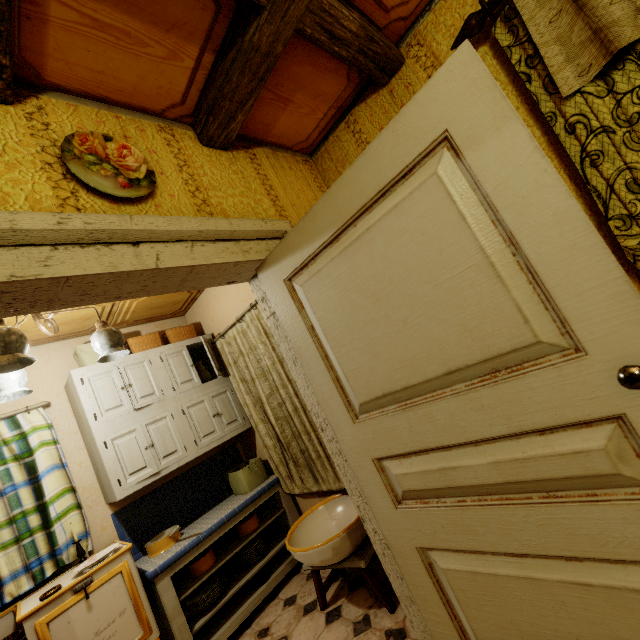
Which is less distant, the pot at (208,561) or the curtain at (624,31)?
the curtain at (624,31)

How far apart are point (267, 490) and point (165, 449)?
1.0 meters

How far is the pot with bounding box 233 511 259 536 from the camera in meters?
3.0

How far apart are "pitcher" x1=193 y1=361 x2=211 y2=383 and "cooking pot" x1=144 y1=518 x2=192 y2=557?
1.32m

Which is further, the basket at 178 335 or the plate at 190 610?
the basket at 178 335

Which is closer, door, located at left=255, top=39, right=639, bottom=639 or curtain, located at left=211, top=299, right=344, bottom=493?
door, located at left=255, top=39, right=639, bottom=639

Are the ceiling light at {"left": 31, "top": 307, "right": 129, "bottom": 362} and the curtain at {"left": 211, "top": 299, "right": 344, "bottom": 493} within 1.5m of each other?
yes

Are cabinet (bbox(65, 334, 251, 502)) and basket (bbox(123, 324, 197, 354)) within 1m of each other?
yes
